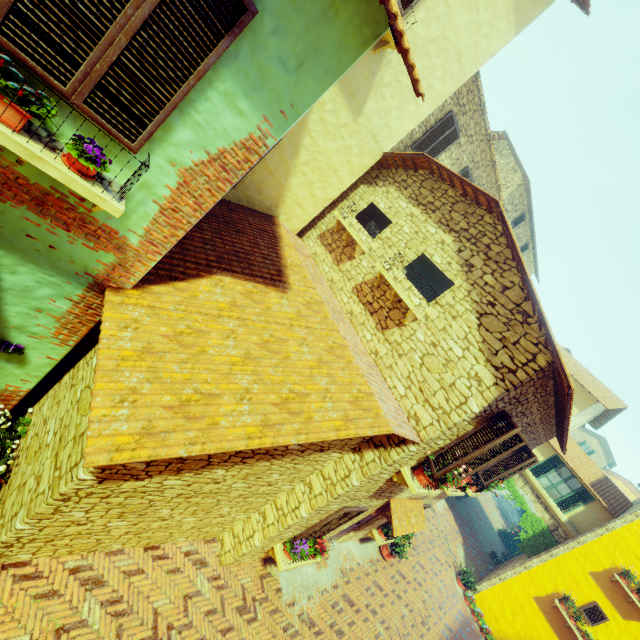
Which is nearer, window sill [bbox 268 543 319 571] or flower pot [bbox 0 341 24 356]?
flower pot [bbox 0 341 24 356]

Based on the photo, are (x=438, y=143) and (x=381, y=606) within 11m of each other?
no

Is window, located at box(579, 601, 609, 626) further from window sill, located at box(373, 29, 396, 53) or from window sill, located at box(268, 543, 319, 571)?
window sill, located at box(373, 29, 396, 53)

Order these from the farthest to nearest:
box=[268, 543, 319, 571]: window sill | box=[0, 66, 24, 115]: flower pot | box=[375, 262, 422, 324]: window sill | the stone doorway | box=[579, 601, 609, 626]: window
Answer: the stone doorway, box=[579, 601, 609, 626]: window, box=[268, 543, 319, 571]: window sill, box=[375, 262, 422, 324]: window sill, box=[0, 66, 24, 115]: flower pot

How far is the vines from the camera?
14.96m

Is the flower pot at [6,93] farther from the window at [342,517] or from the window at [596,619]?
A: the window at [596,619]

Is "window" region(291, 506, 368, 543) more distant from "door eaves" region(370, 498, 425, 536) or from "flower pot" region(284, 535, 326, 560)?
"door eaves" region(370, 498, 425, 536)

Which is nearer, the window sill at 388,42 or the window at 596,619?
the window sill at 388,42
